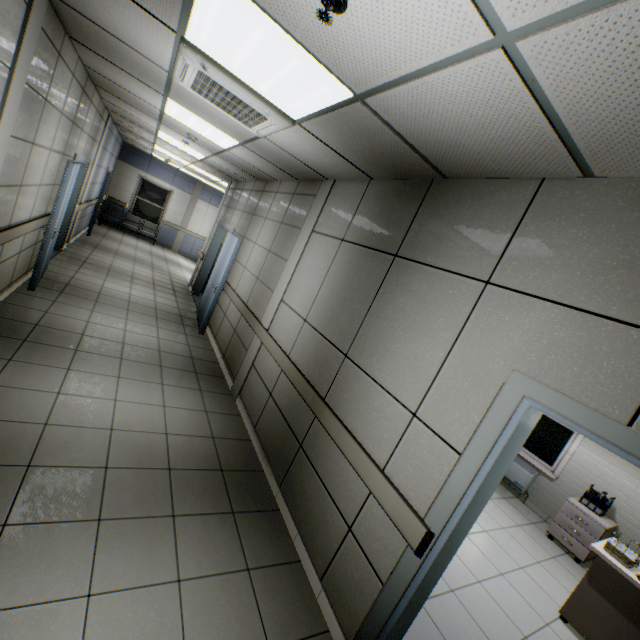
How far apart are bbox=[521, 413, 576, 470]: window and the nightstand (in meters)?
0.54

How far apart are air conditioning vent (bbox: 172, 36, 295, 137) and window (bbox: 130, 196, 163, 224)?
12.2m

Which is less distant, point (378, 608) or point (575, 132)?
point (575, 132)

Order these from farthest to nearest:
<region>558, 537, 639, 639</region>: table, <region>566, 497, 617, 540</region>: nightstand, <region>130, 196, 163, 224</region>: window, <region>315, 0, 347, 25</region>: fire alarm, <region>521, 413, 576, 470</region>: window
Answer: <region>130, 196, 163, 224</region>: window → <region>521, 413, 576, 470</region>: window → <region>566, 497, 617, 540</region>: nightstand → <region>558, 537, 639, 639</region>: table → <region>315, 0, 347, 25</region>: fire alarm

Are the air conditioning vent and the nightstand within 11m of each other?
yes

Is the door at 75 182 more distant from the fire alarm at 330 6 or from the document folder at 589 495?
the document folder at 589 495

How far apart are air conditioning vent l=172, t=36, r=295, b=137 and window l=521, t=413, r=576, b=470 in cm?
633

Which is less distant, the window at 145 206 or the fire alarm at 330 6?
the fire alarm at 330 6
